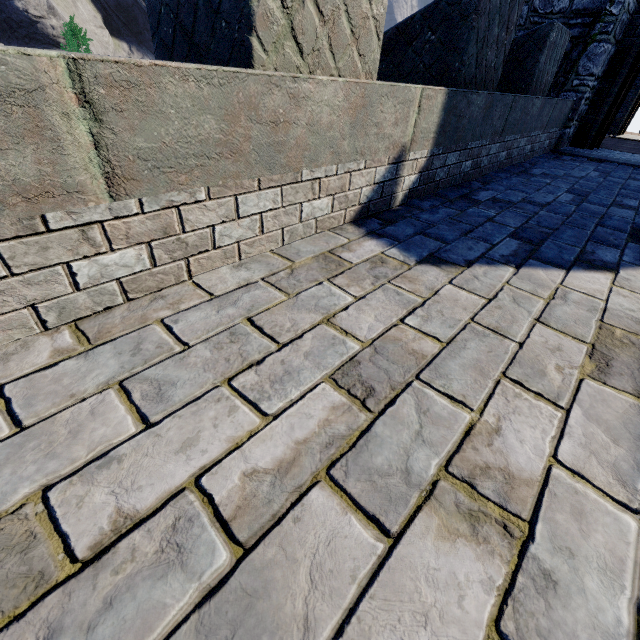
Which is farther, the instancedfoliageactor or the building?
the instancedfoliageactor

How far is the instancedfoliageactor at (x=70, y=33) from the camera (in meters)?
47.09

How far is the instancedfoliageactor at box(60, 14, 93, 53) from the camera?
47.1 meters

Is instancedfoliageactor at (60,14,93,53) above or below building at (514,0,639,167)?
above

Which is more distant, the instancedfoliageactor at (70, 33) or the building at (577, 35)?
the instancedfoliageactor at (70, 33)

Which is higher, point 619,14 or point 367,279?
point 619,14
